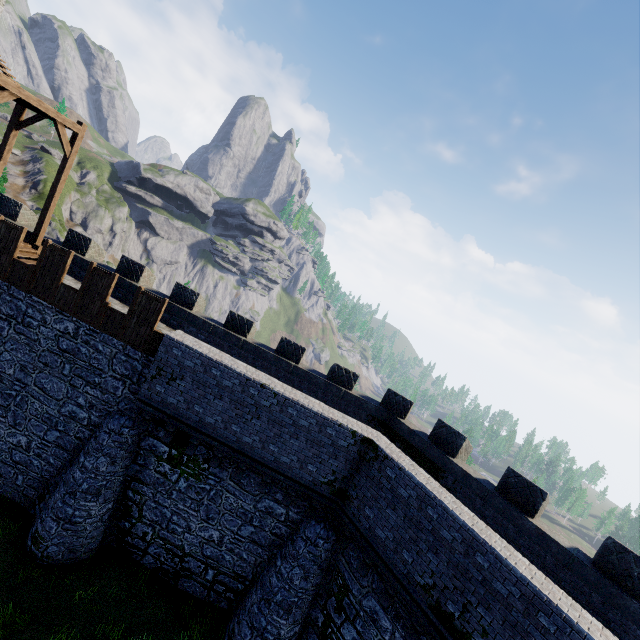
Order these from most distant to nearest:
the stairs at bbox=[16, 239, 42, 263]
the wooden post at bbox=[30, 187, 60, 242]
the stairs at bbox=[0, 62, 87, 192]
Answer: the wooden post at bbox=[30, 187, 60, 242], the stairs at bbox=[16, 239, 42, 263], the stairs at bbox=[0, 62, 87, 192]

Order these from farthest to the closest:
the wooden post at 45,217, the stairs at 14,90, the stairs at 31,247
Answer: the wooden post at 45,217
the stairs at 31,247
the stairs at 14,90

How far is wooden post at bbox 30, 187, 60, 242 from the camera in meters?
14.6 m

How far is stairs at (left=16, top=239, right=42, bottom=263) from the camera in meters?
13.9 m

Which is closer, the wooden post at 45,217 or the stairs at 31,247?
the stairs at 31,247

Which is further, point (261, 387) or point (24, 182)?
point (24, 182)

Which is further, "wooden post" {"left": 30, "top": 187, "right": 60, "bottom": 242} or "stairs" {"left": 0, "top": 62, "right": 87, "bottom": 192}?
"wooden post" {"left": 30, "top": 187, "right": 60, "bottom": 242}
